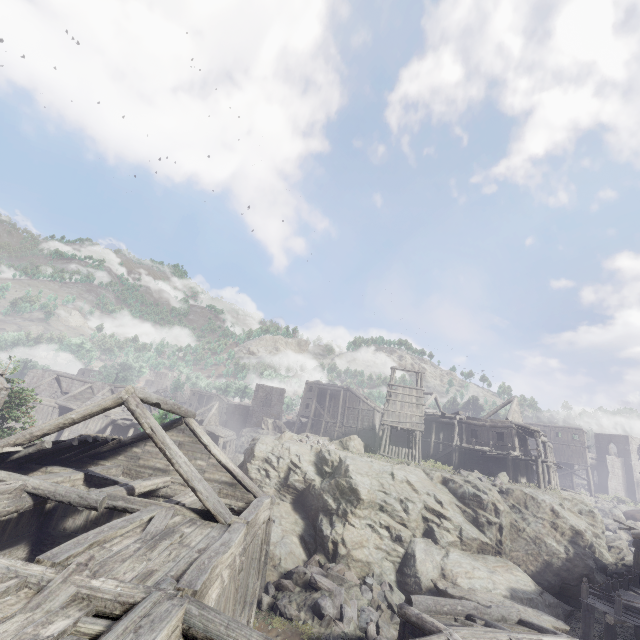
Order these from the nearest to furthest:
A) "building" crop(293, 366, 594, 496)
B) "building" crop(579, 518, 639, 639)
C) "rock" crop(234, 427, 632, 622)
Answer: "building" crop(579, 518, 639, 639) → "rock" crop(234, 427, 632, 622) → "building" crop(293, 366, 594, 496)

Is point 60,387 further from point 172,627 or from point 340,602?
point 172,627

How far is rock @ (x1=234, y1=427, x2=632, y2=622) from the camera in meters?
17.4

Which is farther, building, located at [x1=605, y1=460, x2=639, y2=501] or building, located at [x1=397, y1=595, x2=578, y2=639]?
building, located at [x1=605, y1=460, x2=639, y2=501]

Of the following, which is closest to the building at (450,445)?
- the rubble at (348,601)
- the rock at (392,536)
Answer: the rock at (392,536)

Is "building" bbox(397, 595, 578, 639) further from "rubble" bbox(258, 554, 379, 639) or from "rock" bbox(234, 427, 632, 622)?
"rubble" bbox(258, 554, 379, 639)

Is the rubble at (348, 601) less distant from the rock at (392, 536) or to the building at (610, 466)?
the rock at (392, 536)

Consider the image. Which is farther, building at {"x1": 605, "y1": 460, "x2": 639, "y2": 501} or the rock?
building at {"x1": 605, "y1": 460, "x2": 639, "y2": 501}
